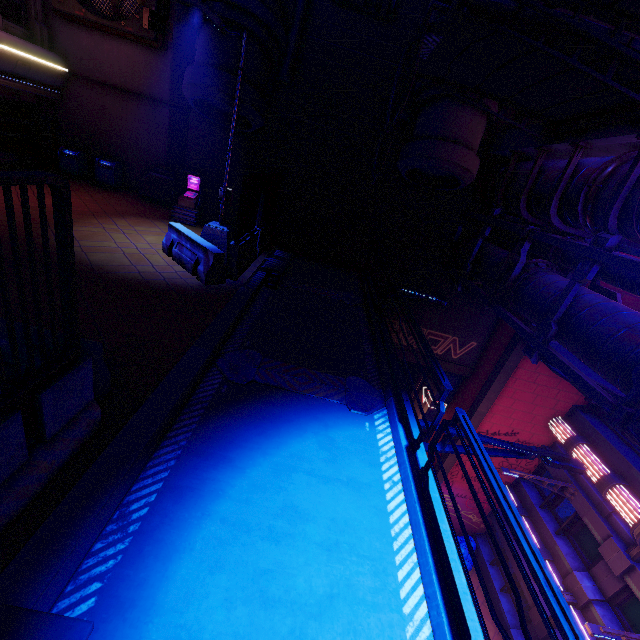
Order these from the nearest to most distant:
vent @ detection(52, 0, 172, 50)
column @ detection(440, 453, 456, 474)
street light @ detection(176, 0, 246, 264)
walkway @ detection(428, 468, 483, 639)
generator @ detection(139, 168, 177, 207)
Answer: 1. walkway @ detection(428, 468, 483, 639)
2. street light @ detection(176, 0, 246, 264)
3. vent @ detection(52, 0, 172, 50)
4. generator @ detection(139, 168, 177, 207)
5. column @ detection(440, 453, 456, 474)

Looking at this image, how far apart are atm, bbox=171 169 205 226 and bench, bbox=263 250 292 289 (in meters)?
4.16

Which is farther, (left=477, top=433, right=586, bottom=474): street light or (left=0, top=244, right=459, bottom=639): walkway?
(left=477, top=433, right=586, bottom=474): street light

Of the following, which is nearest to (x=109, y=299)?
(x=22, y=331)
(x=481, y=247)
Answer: (x=22, y=331)

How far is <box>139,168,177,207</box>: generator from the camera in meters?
14.1

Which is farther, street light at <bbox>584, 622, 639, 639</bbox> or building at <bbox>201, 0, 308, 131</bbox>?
building at <bbox>201, 0, 308, 131</bbox>

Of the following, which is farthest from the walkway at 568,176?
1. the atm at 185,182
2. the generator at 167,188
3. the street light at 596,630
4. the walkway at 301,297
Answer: the generator at 167,188

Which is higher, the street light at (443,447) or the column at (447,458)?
the street light at (443,447)
